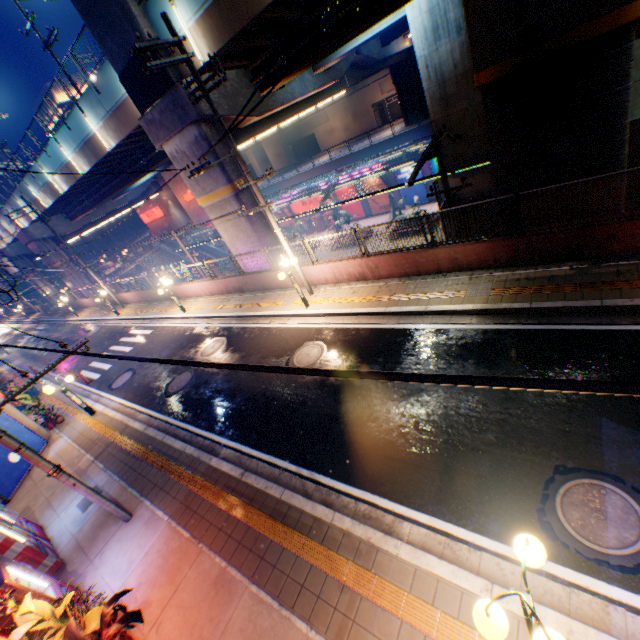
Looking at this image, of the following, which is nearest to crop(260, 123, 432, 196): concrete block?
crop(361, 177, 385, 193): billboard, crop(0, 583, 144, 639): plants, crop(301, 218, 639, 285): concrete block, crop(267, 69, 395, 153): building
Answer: crop(361, 177, 385, 193): billboard

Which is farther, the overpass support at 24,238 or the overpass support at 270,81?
the overpass support at 24,238

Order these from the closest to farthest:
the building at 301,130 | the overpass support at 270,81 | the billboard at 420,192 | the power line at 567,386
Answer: Answer:
1. the power line at 567,386
2. the overpass support at 270,81
3. the billboard at 420,192
4. the building at 301,130

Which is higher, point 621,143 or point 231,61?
point 231,61

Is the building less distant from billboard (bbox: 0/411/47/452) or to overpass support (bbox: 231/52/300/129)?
overpass support (bbox: 231/52/300/129)

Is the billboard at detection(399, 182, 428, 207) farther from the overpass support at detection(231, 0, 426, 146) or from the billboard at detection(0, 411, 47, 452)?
the billboard at detection(0, 411, 47, 452)

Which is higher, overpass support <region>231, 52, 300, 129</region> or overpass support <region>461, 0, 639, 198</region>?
overpass support <region>231, 52, 300, 129</region>

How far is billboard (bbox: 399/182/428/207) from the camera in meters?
32.2 m
